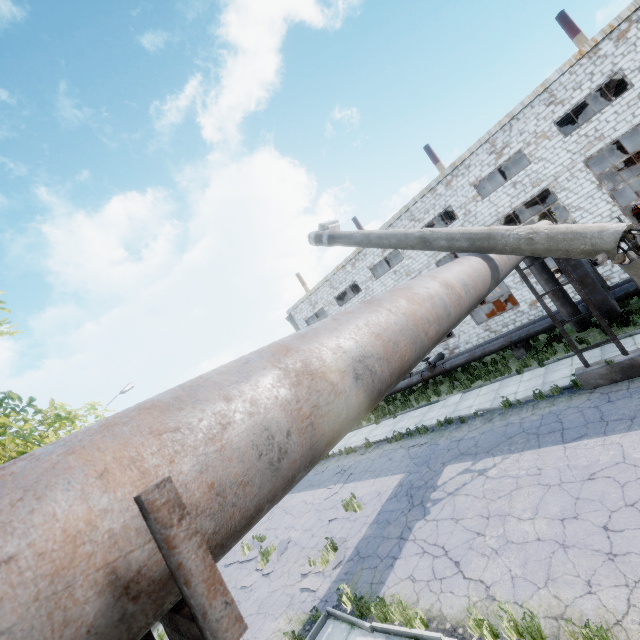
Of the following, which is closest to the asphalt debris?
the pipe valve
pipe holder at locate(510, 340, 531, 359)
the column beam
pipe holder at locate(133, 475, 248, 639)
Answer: pipe holder at locate(133, 475, 248, 639)

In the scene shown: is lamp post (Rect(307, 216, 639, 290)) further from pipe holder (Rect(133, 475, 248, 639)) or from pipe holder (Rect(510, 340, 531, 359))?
pipe holder (Rect(510, 340, 531, 359))

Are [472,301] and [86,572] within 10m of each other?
yes

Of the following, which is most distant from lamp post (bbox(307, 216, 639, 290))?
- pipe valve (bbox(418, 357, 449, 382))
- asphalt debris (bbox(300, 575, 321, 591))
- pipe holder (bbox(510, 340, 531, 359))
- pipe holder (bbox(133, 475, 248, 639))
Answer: pipe valve (bbox(418, 357, 449, 382))

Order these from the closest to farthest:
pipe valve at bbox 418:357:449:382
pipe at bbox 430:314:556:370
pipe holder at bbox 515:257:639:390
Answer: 1. pipe holder at bbox 515:257:639:390
2. pipe at bbox 430:314:556:370
3. pipe valve at bbox 418:357:449:382

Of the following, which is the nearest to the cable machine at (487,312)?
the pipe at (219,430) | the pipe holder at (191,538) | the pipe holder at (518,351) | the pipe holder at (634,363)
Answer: the pipe at (219,430)

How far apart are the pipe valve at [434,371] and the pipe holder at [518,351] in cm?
356

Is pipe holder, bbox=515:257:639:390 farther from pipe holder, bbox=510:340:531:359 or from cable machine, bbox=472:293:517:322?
cable machine, bbox=472:293:517:322
